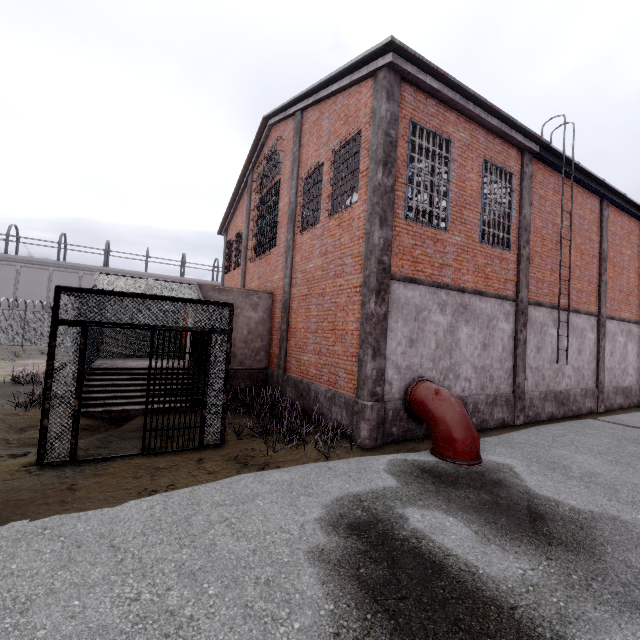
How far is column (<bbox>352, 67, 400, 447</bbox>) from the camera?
7.3m

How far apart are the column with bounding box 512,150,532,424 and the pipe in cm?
369

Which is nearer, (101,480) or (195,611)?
(195,611)

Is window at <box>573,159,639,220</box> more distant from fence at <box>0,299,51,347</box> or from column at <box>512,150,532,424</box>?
fence at <box>0,299,51,347</box>

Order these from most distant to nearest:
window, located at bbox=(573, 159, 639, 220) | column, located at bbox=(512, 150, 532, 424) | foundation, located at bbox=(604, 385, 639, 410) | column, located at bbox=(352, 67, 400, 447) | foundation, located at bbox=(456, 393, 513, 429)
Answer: foundation, located at bbox=(604, 385, 639, 410) → window, located at bbox=(573, 159, 639, 220) → column, located at bbox=(512, 150, 532, 424) → foundation, located at bbox=(456, 393, 513, 429) → column, located at bbox=(352, 67, 400, 447)

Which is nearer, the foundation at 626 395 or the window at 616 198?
the window at 616 198

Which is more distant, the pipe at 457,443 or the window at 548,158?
the window at 548,158

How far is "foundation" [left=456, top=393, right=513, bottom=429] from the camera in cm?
913
